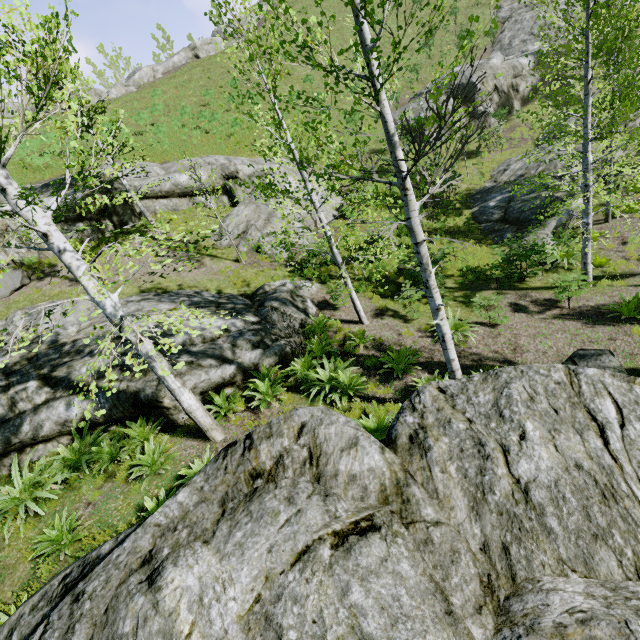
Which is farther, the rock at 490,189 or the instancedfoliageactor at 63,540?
the rock at 490,189

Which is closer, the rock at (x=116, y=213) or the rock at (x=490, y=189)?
the rock at (x=490, y=189)

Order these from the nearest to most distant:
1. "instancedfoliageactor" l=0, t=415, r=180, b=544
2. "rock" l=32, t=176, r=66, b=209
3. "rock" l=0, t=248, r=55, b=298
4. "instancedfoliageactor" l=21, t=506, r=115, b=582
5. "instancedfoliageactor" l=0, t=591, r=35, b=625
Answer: "instancedfoliageactor" l=0, t=591, r=35, b=625 → "instancedfoliageactor" l=21, t=506, r=115, b=582 → "instancedfoliageactor" l=0, t=415, r=180, b=544 → "rock" l=0, t=248, r=55, b=298 → "rock" l=32, t=176, r=66, b=209

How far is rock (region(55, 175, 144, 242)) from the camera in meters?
15.7 m

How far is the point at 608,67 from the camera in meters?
8.2

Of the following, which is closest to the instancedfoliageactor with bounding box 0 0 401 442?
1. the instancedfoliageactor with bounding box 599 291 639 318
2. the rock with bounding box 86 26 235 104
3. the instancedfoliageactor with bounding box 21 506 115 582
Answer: the instancedfoliageactor with bounding box 599 291 639 318

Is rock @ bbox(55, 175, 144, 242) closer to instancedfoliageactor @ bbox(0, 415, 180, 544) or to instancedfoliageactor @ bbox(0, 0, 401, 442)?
instancedfoliageactor @ bbox(0, 0, 401, 442)
